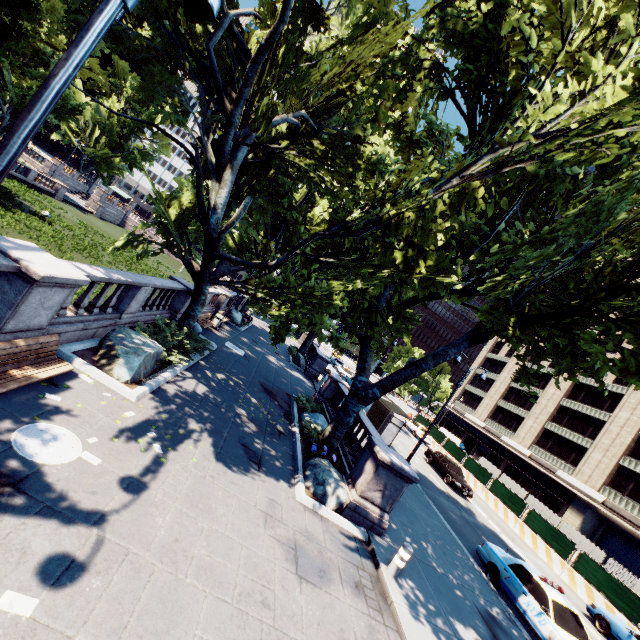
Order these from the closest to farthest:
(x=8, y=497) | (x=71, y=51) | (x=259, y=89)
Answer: (x=71, y=51)
(x=8, y=497)
(x=259, y=89)

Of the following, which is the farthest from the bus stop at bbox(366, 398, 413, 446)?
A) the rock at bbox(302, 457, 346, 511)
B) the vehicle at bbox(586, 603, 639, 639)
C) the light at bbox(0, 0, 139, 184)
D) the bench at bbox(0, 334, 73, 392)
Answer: the light at bbox(0, 0, 139, 184)

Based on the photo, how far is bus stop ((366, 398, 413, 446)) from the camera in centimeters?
2117cm

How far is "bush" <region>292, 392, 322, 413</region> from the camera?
16.8 meters

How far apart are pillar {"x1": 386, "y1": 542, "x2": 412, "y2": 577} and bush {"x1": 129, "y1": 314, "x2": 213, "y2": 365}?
9.8m

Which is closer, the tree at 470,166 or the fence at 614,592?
the tree at 470,166

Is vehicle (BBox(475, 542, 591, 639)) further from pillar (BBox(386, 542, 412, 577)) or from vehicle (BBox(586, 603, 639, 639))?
vehicle (BBox(586, 603, 639, 639))

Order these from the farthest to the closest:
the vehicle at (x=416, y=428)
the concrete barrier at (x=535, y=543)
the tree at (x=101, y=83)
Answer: the tree at (x=101, y=83), the vehicle at (x=416, y=428), the concrete barrier at (x=535, y=543)
